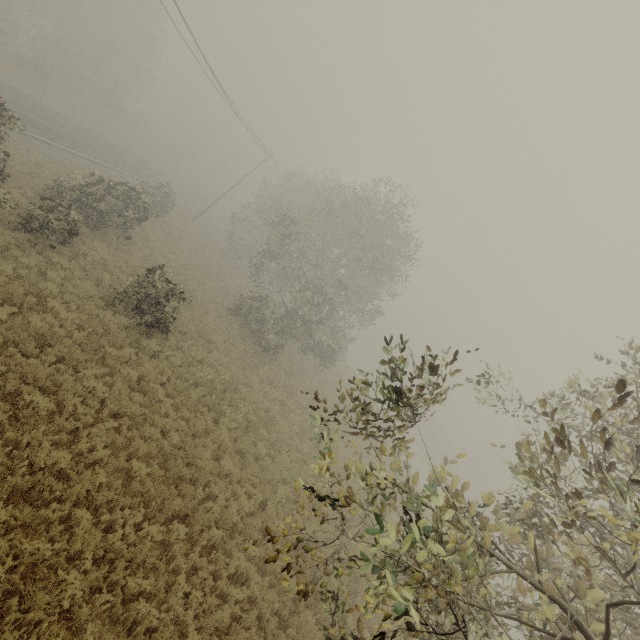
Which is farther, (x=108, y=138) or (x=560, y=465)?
(x=108, y=138)
